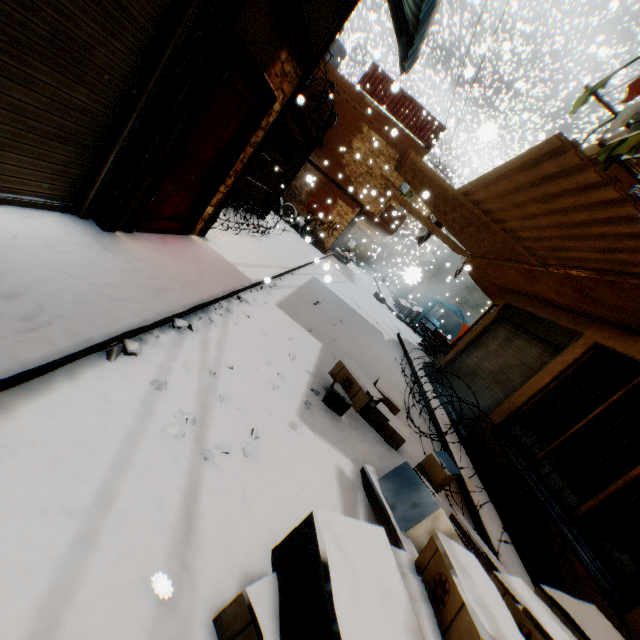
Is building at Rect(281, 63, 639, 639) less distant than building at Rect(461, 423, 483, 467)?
Yes

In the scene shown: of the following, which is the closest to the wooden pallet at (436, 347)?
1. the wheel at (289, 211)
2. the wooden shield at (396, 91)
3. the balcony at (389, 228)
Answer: the balcony at (389, 228)

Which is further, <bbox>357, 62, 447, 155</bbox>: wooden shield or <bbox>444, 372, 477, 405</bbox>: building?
<bbox>357, 62, 447, 155</bbox>: wooden shield

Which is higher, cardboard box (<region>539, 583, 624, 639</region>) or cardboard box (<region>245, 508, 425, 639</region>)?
cardboard box (<region>539, 583, 624, 639</region>)

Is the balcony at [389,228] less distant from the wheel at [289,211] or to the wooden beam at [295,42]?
the wooden beam at [295,42]

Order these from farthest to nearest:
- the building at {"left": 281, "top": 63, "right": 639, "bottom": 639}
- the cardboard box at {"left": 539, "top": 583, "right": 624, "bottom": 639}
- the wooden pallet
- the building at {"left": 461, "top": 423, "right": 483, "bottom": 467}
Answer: the wooden pallet
the building at {"left": 461, "top": 423, "right": 483, "bottom": 467}
the building at {"left": 281, "top": 63, "right": 639, "bottom": 639}
the cardboard box at {"left": 539, "top": 583, "right": 624, "bottom": 639}

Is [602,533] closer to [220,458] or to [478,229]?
[220,458]

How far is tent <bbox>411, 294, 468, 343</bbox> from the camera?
16.70m
